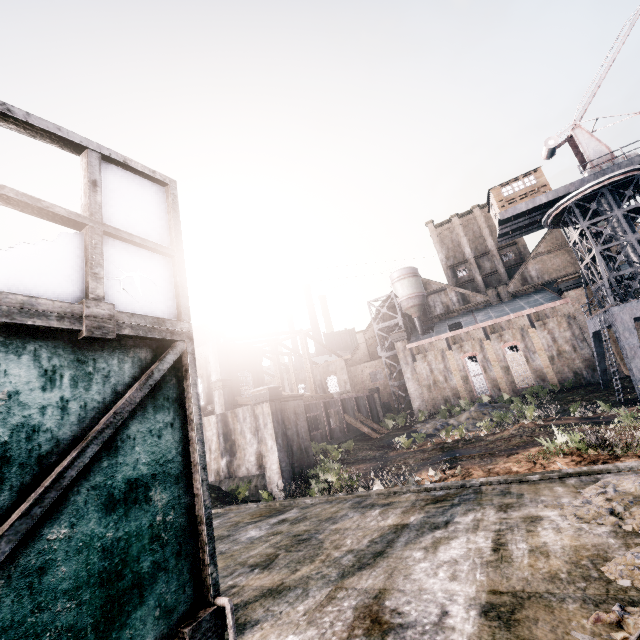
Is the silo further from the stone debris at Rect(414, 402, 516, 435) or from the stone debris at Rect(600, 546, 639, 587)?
the stone debris at Rect(600, 546, 639, 587)

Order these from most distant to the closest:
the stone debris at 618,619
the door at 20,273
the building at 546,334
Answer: the building at 546,334
the stone debris at 618,619
the door at 20,273

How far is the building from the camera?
20.7 meters

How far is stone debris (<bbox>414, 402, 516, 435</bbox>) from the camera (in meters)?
30.21

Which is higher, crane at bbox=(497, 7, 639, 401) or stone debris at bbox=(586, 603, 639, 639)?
crane at bbox=(497, 7, 639, 401)

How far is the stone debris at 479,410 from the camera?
30.2 meters

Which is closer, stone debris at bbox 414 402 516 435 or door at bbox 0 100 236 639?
door at bbox 0 100 236 639

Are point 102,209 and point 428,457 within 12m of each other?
no
